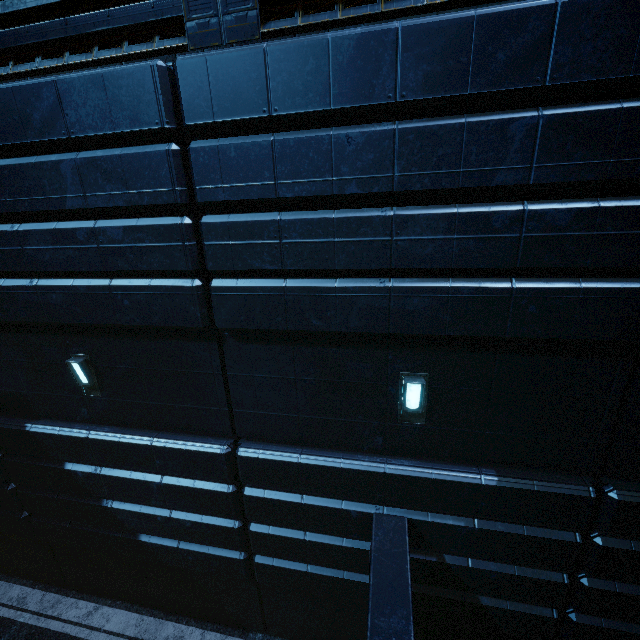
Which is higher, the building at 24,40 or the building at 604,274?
the building at 24,40

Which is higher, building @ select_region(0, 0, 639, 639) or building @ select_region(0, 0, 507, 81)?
building @ select_region(0, 0, 507, 81)

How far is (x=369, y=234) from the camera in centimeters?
416cm
